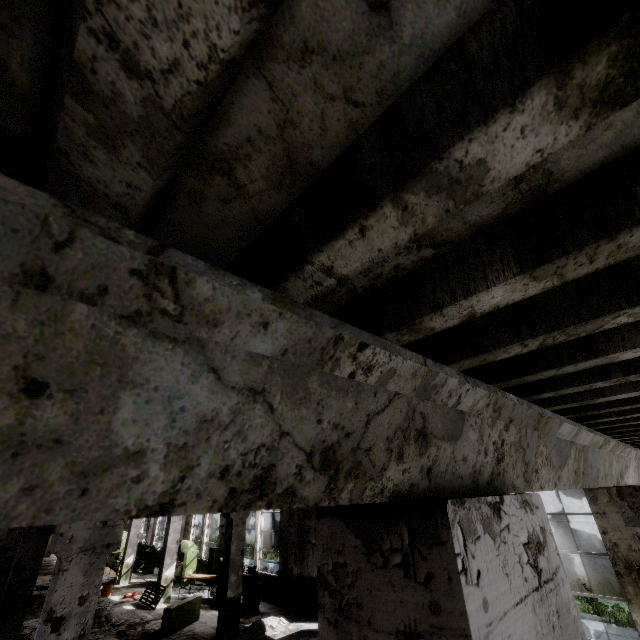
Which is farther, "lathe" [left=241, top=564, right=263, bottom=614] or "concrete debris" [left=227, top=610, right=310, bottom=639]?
"lathe" [left=241, top=564, right=263, bottom=614]

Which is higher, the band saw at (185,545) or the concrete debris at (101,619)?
the band saw at (185,545)

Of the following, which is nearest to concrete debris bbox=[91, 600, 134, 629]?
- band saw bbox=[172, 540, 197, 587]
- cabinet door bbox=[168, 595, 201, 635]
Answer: cabinet door bbox=[168, 595, 201, 635]

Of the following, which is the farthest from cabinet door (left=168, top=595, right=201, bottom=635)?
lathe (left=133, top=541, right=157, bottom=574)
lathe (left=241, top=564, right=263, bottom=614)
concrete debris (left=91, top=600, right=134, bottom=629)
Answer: lathe (left=133, top=541, right=157, bottom=574)

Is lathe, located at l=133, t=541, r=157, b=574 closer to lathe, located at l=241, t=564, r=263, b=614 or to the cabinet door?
lathe, located at l=241, t=564, r=263, b=614

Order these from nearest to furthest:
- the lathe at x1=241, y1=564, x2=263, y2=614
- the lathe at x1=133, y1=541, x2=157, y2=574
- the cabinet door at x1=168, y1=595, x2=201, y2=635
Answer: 1. the cabinet door at x1=168, y1=595, x2=201, y2=635
2. the lathe at x1=241, y1=564, x2=263, y2=614
3. the lathe at x1=133, y1=541, x2=157, y2=574

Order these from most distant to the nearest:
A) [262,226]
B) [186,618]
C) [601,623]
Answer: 1. [186,618]
2. [601,623]
3. [262,226]

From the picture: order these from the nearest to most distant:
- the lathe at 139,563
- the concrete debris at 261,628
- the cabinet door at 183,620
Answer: the concrete debris at 261,628
the cabinet door at 183,620
the lathe at 139,563
